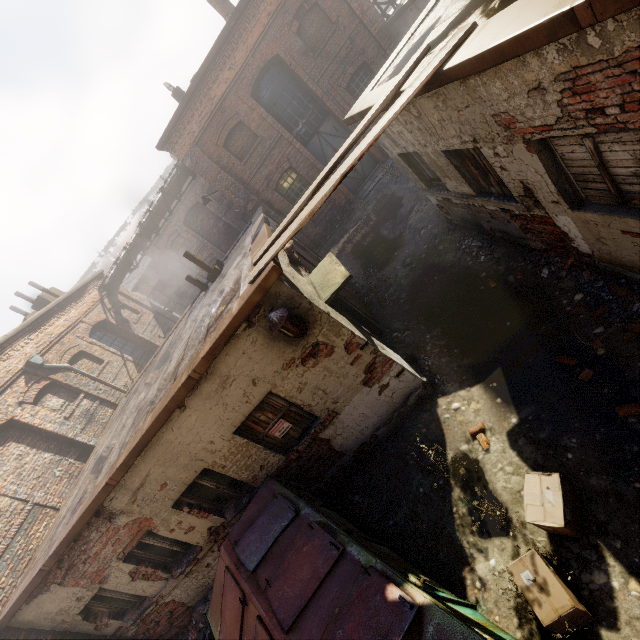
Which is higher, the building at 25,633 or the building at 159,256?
the building at 159,256

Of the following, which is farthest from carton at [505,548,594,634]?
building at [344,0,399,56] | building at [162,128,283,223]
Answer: building at [344,0,399,56]

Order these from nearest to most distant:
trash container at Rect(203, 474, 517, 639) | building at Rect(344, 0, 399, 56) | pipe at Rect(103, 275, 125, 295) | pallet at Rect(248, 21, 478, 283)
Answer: trash container at Rect(203, 474, 517, 639) → pallet at Rect(248, 21, 478, 283) → building at Rect(344, 0, 399, 56) → pipe at Rect(103, 275, 125, 295)

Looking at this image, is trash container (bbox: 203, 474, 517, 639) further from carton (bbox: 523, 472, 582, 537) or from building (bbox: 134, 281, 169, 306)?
building (bbox: 134, 281, 169, 306)

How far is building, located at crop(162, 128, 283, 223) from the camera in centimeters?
1303cm

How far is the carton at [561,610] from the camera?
2.93m

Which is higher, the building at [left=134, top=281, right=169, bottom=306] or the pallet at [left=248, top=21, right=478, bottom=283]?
the building at [left=134, top=281, right=169, bottom=306]

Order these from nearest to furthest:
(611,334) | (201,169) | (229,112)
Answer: (611,334), (229,112), (201,169)
